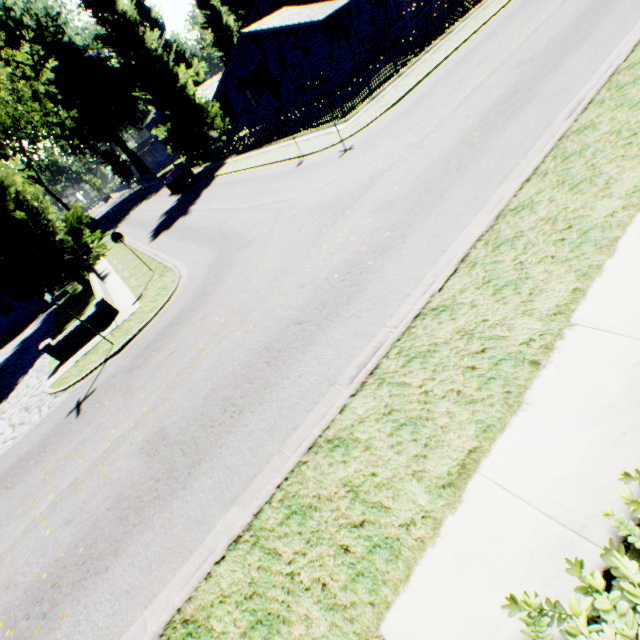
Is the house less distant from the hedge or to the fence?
the fence

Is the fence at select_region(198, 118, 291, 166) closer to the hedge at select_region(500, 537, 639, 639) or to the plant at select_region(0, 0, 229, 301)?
the plant at select_region(0, 0, 229, 301)

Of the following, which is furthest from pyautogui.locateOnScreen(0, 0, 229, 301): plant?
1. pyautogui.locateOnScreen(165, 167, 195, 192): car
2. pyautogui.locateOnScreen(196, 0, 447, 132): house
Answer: pyautogui.locateOnScreen(165, 167, 195, 192): car

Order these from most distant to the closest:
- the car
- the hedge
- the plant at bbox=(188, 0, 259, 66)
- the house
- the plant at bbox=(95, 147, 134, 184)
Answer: the plant at bbox=(95, 147, 134, 184) → the plant at bbox=(188, 0, 259, 66) → the car → the house → the hedge

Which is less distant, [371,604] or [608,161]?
[371,604]

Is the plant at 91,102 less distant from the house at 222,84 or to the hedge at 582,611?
the house at 222,84

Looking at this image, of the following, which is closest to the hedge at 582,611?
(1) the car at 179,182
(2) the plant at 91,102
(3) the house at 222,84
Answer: (2) the plant at 91,102

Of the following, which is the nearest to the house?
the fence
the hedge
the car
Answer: the fence
